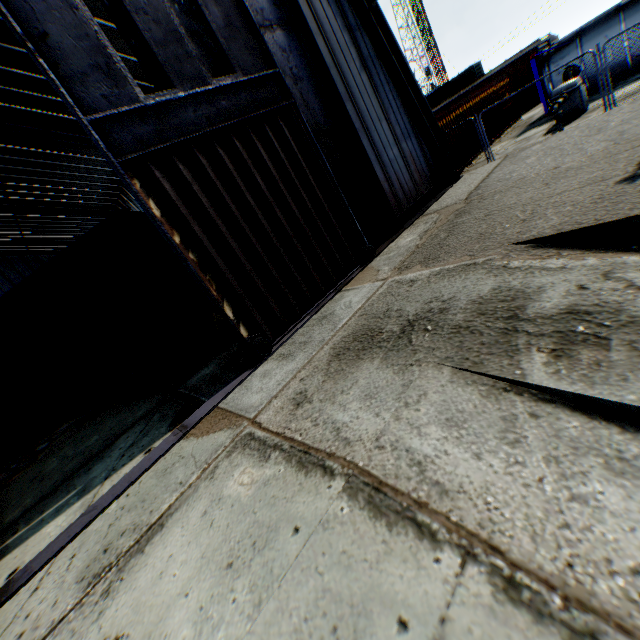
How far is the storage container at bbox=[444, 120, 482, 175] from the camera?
15.8 meters

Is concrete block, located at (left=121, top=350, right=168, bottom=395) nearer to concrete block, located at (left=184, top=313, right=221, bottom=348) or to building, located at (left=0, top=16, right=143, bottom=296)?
concrete block, located at (left=184, top=313, right=221, bottom=348)

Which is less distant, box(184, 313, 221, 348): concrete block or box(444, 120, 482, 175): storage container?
box(184, 313, 221, 348): concrete block

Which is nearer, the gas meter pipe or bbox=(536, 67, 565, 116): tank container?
the gas meter pipe

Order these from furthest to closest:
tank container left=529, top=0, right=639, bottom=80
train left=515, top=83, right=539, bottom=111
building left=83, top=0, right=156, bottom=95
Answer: train left=515, top=83, right=539, bottom=111
tank container left=529, top=0, right=639, bottom=80
building left=83, top=0, right=156, bottom=95

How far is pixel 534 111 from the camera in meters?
21.6

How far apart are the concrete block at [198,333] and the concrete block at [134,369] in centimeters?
122cm

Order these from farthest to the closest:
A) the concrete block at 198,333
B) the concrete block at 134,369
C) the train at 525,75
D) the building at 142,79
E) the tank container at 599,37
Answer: the train at 525,75 → the tank container at 599,37 → the building at 142,79 → the concrete block at 198,333 → the concrete block at 134,369
